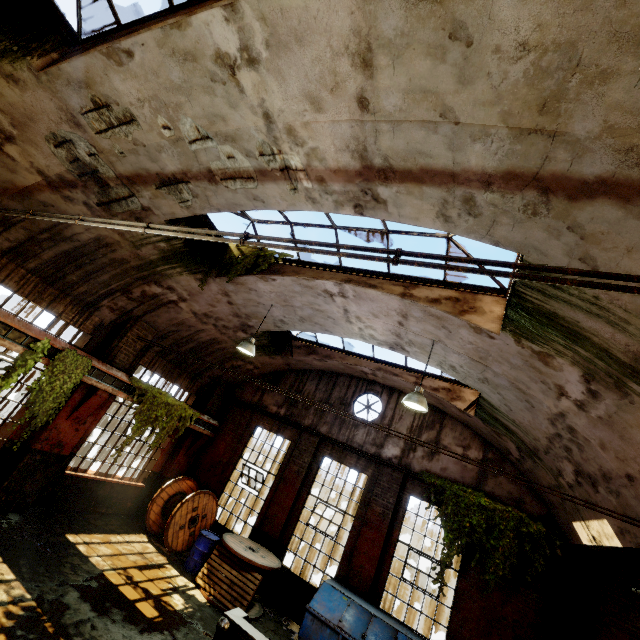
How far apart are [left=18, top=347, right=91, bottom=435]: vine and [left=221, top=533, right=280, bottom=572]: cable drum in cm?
552

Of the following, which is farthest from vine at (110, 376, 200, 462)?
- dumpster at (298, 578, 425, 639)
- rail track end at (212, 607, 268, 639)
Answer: dumpster at (298, 578, 425, 639)

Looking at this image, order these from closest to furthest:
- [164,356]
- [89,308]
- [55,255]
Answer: [55,255] < [89,308] < [164,356]

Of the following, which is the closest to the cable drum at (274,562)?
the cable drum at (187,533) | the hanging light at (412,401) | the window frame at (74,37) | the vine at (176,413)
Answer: the cable drum at (187,533)

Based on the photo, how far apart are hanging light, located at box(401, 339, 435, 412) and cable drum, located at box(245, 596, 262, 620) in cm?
605

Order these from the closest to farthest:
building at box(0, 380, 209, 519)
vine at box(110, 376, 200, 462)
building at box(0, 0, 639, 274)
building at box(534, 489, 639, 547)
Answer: building at box(0, 0, 639, 274)
building at box(534, 489, 639, 547)
building at box(0, 380, 209, 519)
vine at box(110, 376, 200, 462)

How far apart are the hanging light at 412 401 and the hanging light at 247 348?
4.2m

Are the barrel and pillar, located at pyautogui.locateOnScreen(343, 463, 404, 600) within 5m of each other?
yes
